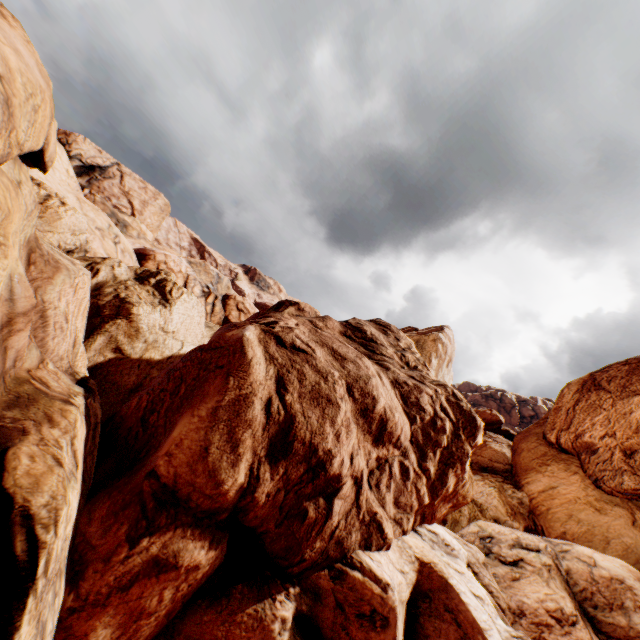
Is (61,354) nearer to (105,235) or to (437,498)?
(437,498)
